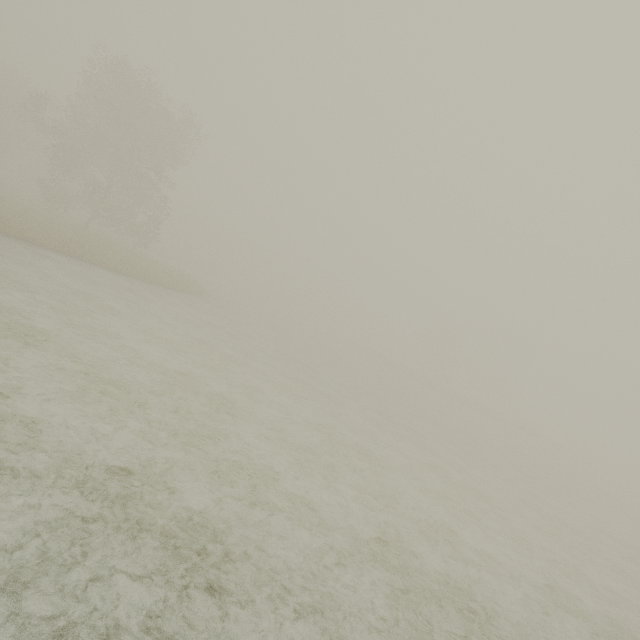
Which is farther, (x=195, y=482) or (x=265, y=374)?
(x=265, y=374)
